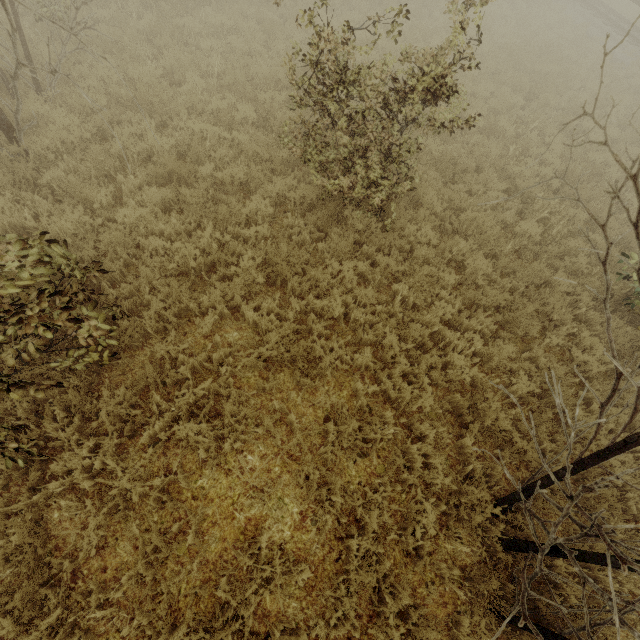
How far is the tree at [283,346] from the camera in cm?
453

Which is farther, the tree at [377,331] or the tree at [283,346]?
the tree at [377,331]

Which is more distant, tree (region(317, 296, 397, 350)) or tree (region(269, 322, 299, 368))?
tree (region(317, 296, 397, 350))

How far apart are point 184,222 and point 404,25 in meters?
12.7

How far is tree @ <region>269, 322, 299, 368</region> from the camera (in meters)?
4.53
